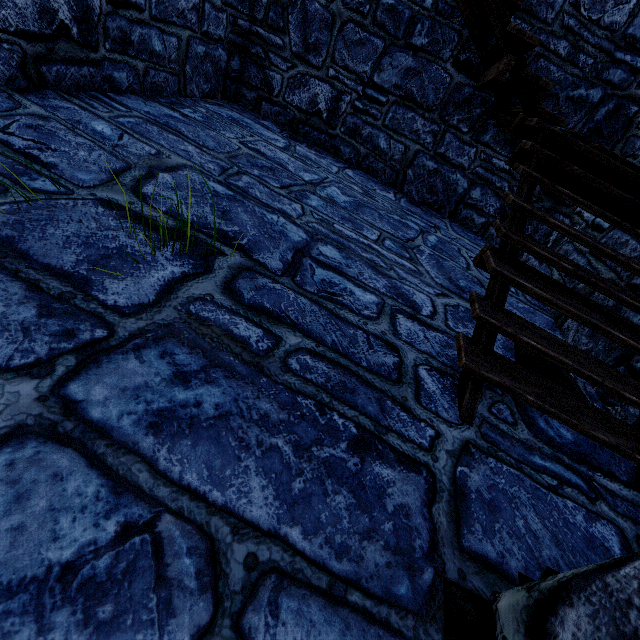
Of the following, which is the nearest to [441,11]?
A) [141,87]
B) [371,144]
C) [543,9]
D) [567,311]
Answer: [543,9]
